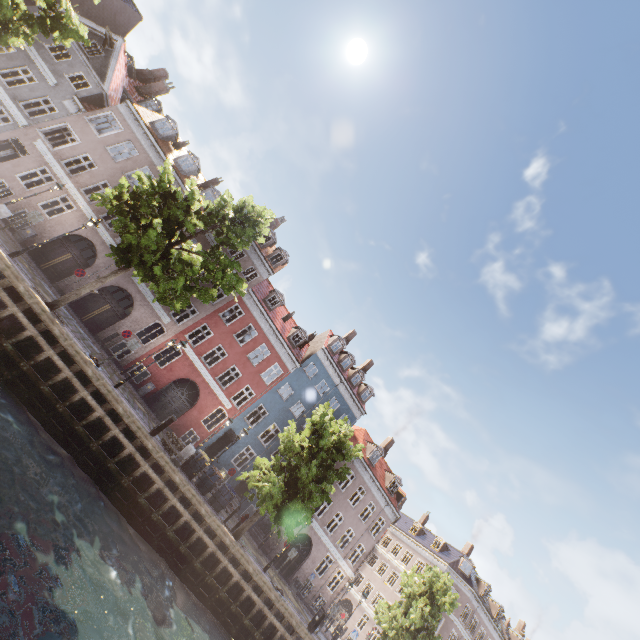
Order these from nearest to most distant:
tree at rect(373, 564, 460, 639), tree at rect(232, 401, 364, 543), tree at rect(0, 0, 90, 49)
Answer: tree at rect(0, 0, 90, 49), tree at rect(232, 401, 364, 543), tree at rect(373, 564, 460, 639)

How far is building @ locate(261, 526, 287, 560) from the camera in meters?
25.2

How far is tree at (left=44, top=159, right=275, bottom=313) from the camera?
12.84m

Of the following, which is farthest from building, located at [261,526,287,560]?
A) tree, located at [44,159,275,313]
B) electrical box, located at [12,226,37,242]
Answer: tree, located at [44,159,275,313]

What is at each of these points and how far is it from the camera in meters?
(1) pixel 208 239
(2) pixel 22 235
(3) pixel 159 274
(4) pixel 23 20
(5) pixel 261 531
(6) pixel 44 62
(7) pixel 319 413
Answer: (1) building, 25.4
(2) electrical box, 19.7
(3) tree, 13.3
(4) tree, 14.1
(5) building, 26.0
(6) building, 21.2
(7) tree, 19.0

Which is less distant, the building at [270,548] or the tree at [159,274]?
the tree at [159,274]
